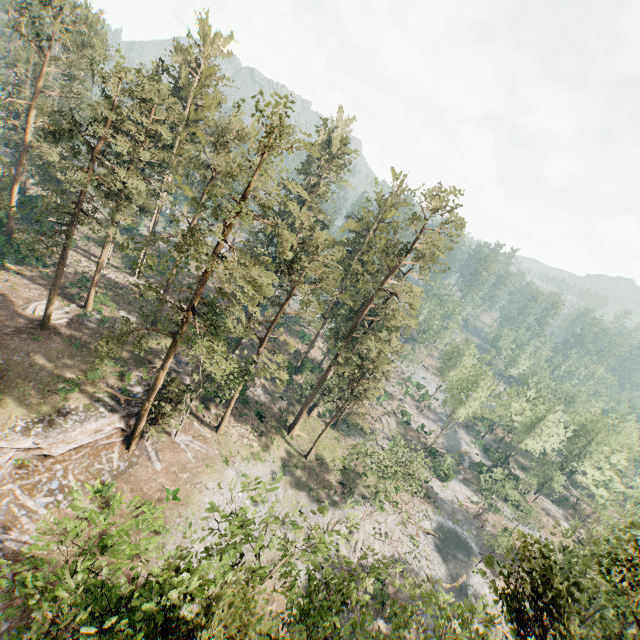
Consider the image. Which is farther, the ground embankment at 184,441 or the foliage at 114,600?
the ground embankment at 184,441

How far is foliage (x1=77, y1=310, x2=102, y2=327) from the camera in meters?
34.4 m

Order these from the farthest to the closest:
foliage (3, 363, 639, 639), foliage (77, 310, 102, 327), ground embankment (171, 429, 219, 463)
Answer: foliage (77, 310, 102, 327)
ground embankment (171, 429, 219, 463)
foliage (3, 363, 639, 639)

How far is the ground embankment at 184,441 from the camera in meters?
31.8 m

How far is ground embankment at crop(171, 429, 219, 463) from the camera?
31.8 meters

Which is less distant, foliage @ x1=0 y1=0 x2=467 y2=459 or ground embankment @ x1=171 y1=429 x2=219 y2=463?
foliage @ x1=0 y1=0 x2=467 y2=459

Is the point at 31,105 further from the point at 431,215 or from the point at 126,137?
the point at 431,215
